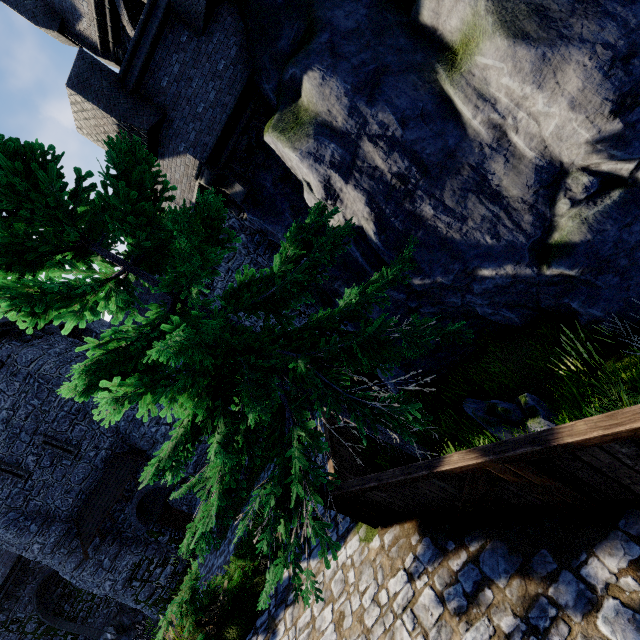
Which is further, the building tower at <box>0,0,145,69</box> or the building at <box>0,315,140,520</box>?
the building at <box>0,315,140,520</box>

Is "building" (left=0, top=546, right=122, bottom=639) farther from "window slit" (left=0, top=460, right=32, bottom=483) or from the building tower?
the building tower

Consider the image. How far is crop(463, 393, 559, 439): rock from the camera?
5.02m

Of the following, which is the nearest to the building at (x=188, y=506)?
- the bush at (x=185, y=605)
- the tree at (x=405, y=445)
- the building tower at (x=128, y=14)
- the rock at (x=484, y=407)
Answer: the bush at (x=185, y=605)

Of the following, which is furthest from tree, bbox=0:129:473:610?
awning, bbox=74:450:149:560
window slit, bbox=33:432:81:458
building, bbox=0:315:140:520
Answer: window slit, bbox=33:432:81:458

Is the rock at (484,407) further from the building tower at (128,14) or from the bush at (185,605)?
the building tower at (128,14)

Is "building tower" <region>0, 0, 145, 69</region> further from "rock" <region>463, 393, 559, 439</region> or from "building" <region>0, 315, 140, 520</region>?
"building" <region>0, 315, 140, 520</region>

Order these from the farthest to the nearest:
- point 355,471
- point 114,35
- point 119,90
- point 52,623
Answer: point 52,623 → point 114,35 → point 119,90 → point 355,471
